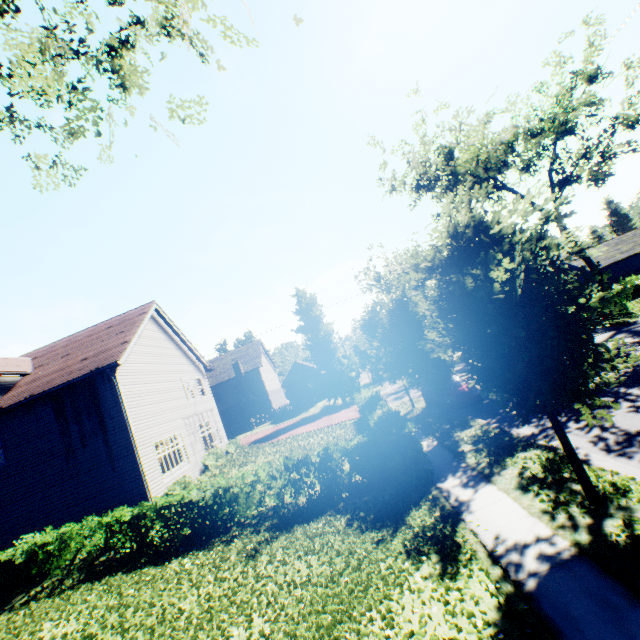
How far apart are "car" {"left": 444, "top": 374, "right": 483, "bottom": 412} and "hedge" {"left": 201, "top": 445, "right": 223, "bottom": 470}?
13.11m

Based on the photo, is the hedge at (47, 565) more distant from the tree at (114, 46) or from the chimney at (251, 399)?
the chimney at (251, 399)

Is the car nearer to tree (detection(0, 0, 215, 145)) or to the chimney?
tree (detection(0, 0, 215, 145))

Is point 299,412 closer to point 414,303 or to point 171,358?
point 171,358

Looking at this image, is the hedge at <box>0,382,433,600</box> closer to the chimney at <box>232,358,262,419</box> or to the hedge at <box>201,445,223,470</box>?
the hedge at <box>201,445,223,470</box>

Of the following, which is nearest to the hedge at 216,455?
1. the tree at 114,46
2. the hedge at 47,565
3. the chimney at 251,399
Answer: the hedge at 47,565

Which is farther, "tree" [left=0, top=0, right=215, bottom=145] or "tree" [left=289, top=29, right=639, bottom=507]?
"tree" [left=289, top=29, right=639, bottom=507]

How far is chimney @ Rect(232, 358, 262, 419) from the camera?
41.6m
